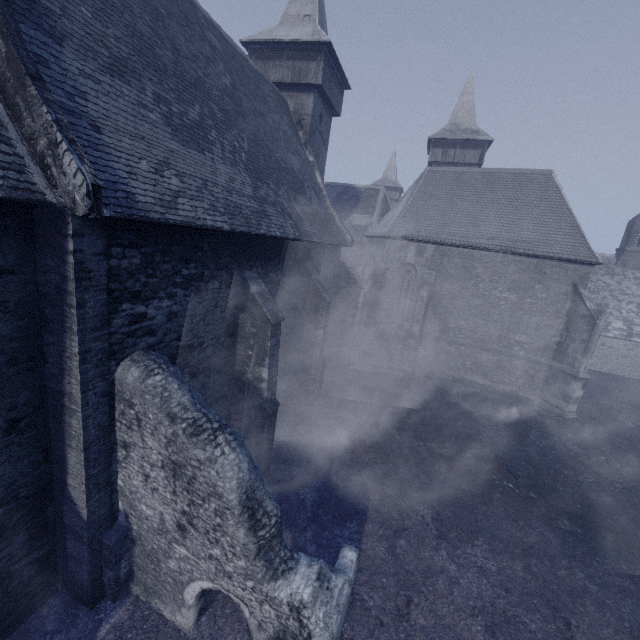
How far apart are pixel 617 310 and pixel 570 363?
15.62m
